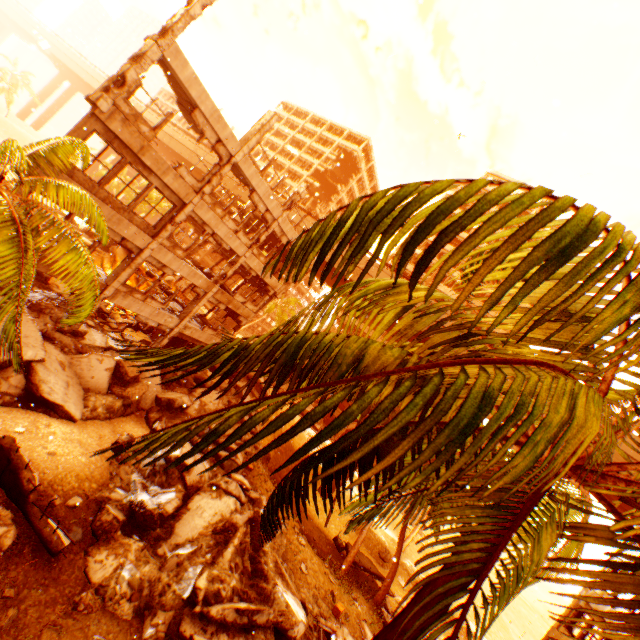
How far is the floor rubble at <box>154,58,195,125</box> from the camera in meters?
12.7

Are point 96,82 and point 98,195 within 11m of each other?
no

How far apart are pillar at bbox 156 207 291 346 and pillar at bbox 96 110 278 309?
4.52m

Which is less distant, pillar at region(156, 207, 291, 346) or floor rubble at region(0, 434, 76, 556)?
floor rubble at region(0, 434, 76, 556)

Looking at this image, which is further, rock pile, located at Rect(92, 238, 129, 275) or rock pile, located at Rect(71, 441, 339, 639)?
rock pile, located at Rect(92, 238, 129, 275)

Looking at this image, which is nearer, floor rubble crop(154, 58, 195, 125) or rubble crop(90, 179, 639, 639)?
rubble crop(90, 179, 639, 639)

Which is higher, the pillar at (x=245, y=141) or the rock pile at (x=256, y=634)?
the pillar at (x=245, y=141)

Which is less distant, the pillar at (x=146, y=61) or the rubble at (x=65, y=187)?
the rubble at (x=65, y=187)
